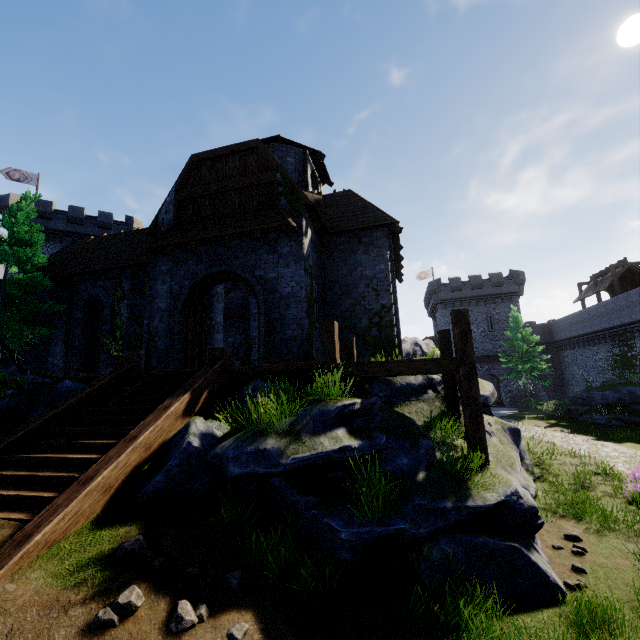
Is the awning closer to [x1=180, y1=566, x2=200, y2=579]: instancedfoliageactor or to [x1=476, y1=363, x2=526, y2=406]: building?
[x1=180, y1=566, x2=200, y2=579]: instancedfoliageactor

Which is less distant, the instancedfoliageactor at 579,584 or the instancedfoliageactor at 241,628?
the instancedfoliageactor at 241,628

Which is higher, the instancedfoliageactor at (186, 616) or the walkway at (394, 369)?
the walkway at (394, 369)

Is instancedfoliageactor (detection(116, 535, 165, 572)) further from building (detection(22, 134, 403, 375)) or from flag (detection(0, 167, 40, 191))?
flag (detection(0, 167, 40, 191))

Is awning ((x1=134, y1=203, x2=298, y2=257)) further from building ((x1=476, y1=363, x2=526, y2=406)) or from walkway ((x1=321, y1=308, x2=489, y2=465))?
building ((x1=476, y1=363, x2=526, y2=406))

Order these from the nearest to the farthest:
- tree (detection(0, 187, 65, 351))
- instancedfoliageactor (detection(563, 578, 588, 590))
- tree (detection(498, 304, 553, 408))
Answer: instancedfoliageactor (detection(563, 578, 588, 590)) → tree (detection(0, 187, 65, 351)) → tree (detection(498, 304, 553, 408))

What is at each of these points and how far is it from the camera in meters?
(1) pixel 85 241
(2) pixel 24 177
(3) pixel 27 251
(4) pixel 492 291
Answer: (1) building, 20.0
(2) flag, 32.9
(3) tree, 14.9
(4) building, 41.9

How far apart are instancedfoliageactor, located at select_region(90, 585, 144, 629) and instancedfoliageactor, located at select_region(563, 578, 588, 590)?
6.5m
